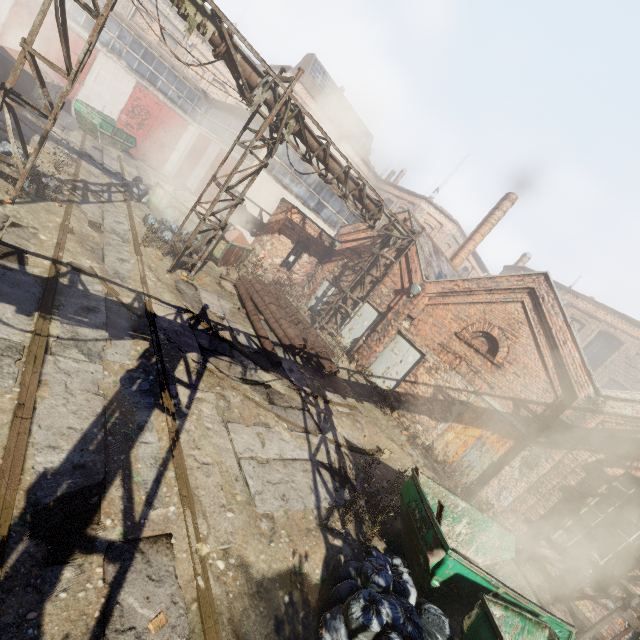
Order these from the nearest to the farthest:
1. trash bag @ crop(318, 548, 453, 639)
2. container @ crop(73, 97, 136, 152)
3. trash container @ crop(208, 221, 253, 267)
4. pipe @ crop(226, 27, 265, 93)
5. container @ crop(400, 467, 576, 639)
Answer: trash bag @ crop(318, 548, 453, 639) → container @ crop(400, 467, 576, 639) → pipe @ crop(226, 27, 265, 93) → trash container @ crop(208, 221, 253, 267) → container @ crop(73, 97, 136, 152)

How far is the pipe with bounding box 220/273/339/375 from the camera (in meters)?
10.88

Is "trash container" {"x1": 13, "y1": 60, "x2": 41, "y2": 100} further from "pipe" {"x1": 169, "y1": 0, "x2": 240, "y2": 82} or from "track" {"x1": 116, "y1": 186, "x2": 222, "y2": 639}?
"pipe" {"x1": 169, "y1": 0, "x2": 240, "y2": 82}

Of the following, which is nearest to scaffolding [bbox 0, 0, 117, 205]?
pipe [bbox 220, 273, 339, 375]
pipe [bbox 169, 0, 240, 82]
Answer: pipe [bbox 169, 0, 240, 82]

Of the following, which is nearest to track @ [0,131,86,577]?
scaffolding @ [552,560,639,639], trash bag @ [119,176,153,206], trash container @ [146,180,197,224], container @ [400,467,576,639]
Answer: trash bag @ [119,176,153,206]

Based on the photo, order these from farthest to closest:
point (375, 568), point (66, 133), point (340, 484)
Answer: point (66, 133) → point (340, 484) → point (375, 568)

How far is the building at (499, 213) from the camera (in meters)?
19.53

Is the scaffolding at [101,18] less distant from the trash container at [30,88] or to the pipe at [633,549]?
the pipe at [633,549]
